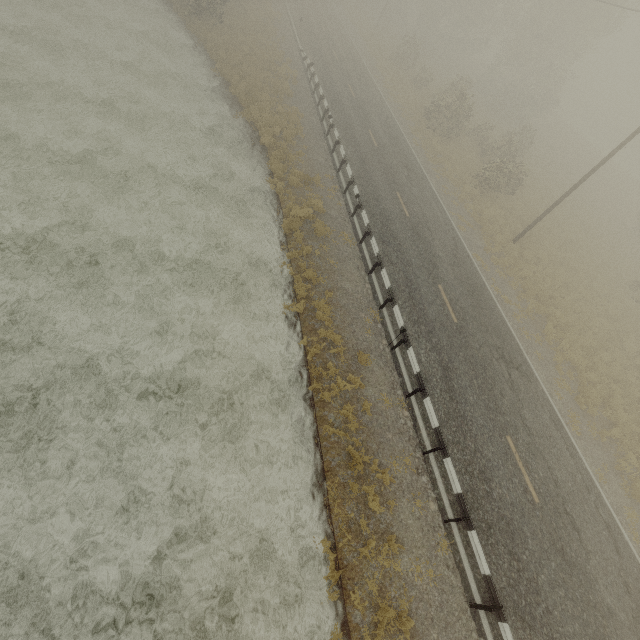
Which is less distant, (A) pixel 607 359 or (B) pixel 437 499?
(B) pixel 437 499
